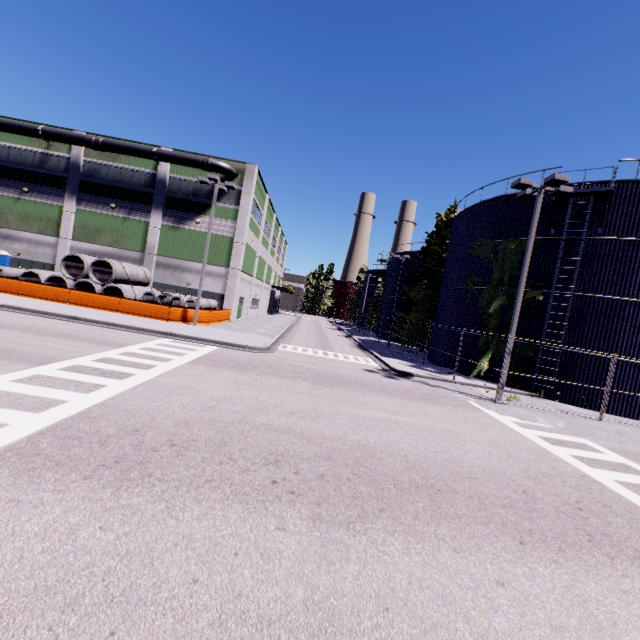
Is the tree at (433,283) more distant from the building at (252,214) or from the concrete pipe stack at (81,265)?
the concrete pipe stack at (81,265)

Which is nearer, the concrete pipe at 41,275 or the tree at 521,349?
the tree at 521,349

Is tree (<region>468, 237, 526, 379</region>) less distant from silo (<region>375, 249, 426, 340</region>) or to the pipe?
silo (<region>375, 249, 426, 340</region>)

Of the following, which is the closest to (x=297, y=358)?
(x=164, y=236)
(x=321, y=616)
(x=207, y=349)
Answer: (x=207, y=349)

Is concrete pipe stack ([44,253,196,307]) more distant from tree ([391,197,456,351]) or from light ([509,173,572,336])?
light ([509,173,572,336])

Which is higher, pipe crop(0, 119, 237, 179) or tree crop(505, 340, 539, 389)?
pipe crop(0, 119, 237, 179)

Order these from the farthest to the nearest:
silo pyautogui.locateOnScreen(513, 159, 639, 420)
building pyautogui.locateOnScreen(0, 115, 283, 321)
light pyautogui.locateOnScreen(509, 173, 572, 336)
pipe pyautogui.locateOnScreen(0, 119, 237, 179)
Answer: building pyautogui.locateOnScreen(0, 115, 283, 321), pipe pyautogui.locateOnScreen(0, 119, 237, 179), silo pyautogui.locateOnScreen(513, 159, 639, 420), light pyautogui.locateOnScreen(509, 173, 572, 336)

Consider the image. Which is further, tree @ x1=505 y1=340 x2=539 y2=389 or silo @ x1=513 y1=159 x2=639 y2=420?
tree @ x1=505 y1=340 x2=539 y2=389
